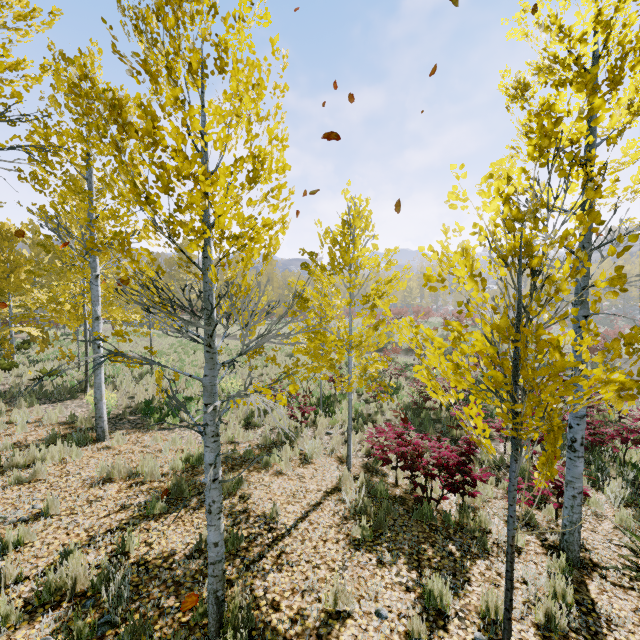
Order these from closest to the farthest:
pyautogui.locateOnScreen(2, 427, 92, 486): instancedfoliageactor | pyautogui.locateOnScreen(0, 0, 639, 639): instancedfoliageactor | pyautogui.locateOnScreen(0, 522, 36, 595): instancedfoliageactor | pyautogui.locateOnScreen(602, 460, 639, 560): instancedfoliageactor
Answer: pyautogui.locateOnScreen(0, 0, 639, 639): instancedfoliageactor, pyautogui.locateOnScreen(0, 522, 36, 595): instancedfoliageactor, pyautogui.locateOnScreen(602, 460, 639, 560): instancedfoliageactor, pyautogui.locateOnScreen(2, 427, 92, 486): instancedfoliageactor

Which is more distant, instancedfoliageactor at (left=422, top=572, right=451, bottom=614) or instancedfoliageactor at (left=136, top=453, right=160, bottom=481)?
instancedfoliageactor at (left=136, top=453, right=160, bottom=481)

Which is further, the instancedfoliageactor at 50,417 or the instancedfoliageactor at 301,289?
the instancedfoliageactor at 50,417

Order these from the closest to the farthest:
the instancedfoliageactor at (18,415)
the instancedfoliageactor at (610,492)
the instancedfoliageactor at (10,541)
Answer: the instancedfoliageactor at (10,541) < the instancedfoliageactor at (610,492) < the instancedfoliageactor at (18,415)

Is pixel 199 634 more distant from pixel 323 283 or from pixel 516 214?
pixel 323 283

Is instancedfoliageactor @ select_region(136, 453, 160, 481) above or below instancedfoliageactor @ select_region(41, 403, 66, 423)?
below
